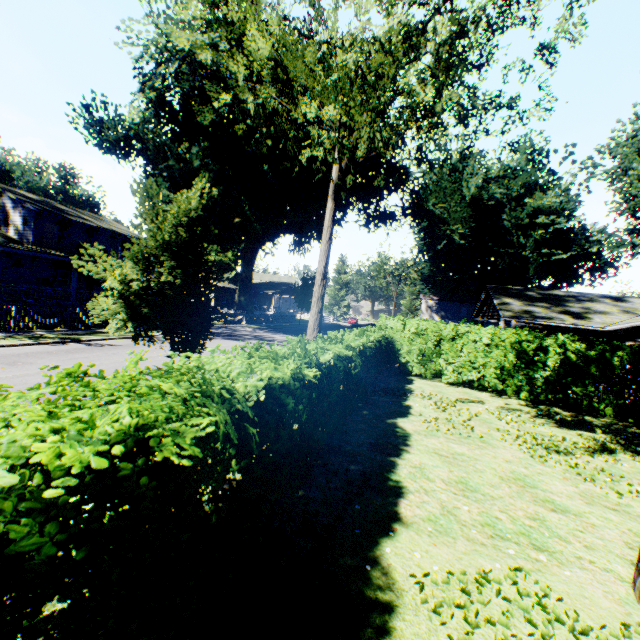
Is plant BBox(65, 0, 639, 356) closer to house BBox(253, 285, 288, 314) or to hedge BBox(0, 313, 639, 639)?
house BBox(253, 285, 288, 314)

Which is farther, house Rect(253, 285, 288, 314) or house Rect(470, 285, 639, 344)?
house Rect(253, 285, 288, 314)

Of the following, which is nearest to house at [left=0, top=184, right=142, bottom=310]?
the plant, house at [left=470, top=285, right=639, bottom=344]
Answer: the plant

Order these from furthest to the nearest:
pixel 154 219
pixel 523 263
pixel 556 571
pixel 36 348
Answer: pixel 523 263 < pixel 36 348 < pixel 154 219 < pixel 556 571

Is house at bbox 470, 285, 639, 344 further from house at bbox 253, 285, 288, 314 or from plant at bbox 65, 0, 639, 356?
house at bbox 253, 285, 288, 314

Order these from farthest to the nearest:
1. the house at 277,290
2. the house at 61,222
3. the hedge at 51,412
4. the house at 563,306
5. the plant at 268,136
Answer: the house at 277,290 < the house at 61,222 < the house at 563,306 < the plant at 268,136 < the hedge at 51,412

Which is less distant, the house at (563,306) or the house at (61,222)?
the house at (563,306)
